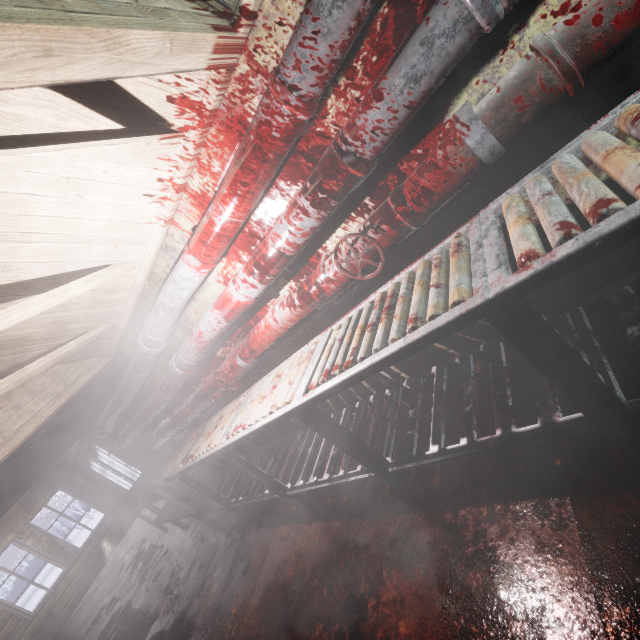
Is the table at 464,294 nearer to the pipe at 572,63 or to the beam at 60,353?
the pipe at 572,63

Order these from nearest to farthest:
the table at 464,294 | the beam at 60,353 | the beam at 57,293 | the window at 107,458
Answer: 1. the table at 464,294
2. the beam at 57,293
3. the beam at 60,353
4. the window at 107,458

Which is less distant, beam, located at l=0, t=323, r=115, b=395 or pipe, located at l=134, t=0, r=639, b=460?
pipe, located at l=134, t=0, r=639, b=460

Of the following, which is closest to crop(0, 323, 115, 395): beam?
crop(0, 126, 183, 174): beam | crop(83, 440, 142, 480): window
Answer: crop(0, 126, 183, 174): beam

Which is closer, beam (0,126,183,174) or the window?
beam (0,126,183,174)

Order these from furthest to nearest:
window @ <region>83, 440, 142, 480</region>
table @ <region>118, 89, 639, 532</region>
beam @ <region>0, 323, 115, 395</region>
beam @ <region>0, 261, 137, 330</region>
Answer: window @ <region>83, 440, 142, 480</region> → beam @ <region>0, 323, 115, 395</region> → beam @ <region>0, 261, 137, 330</region> → table @ <region>118, 89, 639, 532</region>

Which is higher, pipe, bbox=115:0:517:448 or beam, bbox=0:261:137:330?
beam, bbox=0:261:137:330

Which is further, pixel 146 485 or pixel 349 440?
pixel 146 485
